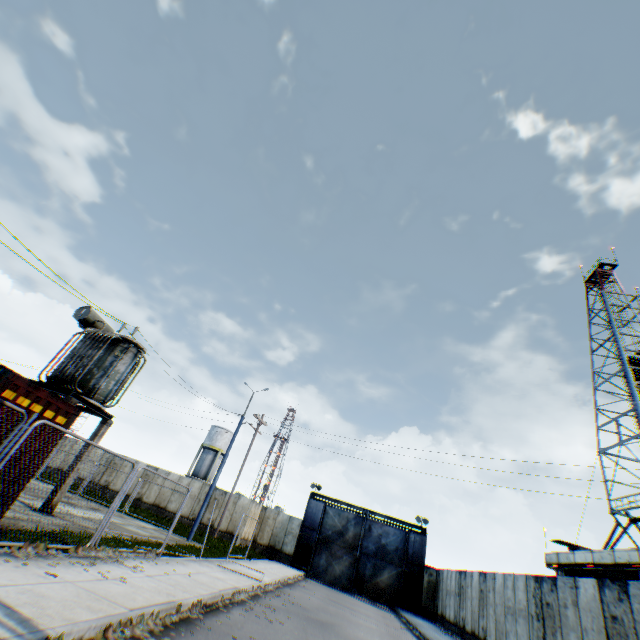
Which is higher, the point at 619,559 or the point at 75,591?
the point at 619,559

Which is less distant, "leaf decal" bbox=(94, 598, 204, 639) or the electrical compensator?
"leaf decal" bbox=(94, 598, 204, 639)

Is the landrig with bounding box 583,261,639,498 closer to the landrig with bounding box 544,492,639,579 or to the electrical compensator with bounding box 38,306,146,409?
the landrig with bounding box 544,492,639,579

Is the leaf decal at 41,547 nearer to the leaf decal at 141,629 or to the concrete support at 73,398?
the leaf decal at 141,629

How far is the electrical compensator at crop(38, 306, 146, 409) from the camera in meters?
12.3

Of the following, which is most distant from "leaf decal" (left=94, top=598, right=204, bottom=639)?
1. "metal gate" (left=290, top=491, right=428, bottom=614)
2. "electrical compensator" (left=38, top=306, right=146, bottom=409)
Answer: "metal gate" (left=290, top=491, right=428, bottom=614)

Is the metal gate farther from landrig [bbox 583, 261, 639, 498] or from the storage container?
the storage container

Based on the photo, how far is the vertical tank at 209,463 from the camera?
46.9 meters
